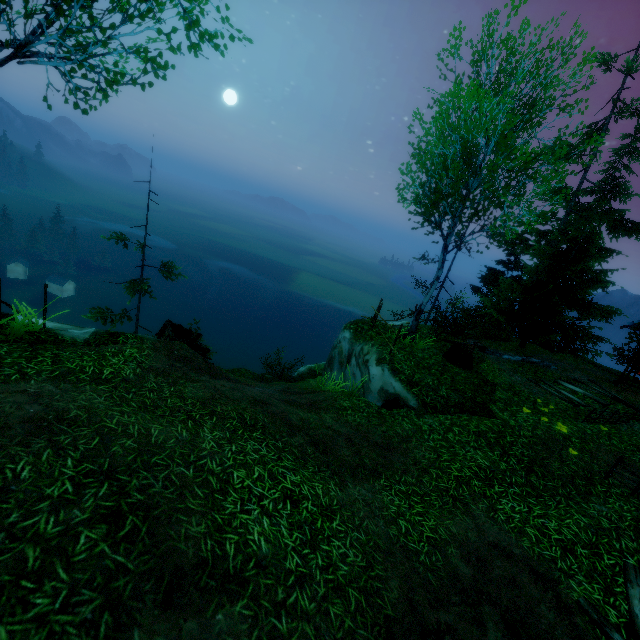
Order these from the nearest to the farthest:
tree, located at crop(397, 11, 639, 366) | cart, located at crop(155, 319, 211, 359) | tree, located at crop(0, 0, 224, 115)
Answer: tree, located at crop(0, 0, 224, 115) < tree, located at crop(397, 11, 639, 366) < cart, located at crop(155, 319, 211, 359)

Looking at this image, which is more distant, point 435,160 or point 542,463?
point 435,160

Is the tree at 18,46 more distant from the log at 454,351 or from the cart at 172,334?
the log at 454,351

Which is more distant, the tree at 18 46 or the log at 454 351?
the log at 454 351

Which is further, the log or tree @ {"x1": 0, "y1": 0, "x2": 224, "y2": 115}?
the log

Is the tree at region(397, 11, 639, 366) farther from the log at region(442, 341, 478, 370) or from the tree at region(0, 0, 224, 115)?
the log at region(442, 341, 478, 370)

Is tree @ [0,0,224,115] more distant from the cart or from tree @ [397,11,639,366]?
the cart

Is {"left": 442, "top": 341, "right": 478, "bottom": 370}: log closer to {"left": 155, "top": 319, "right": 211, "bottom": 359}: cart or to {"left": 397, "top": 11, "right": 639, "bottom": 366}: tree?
{"left": 155, "top": 319, "right": 211, "bottom": 359}: cart
